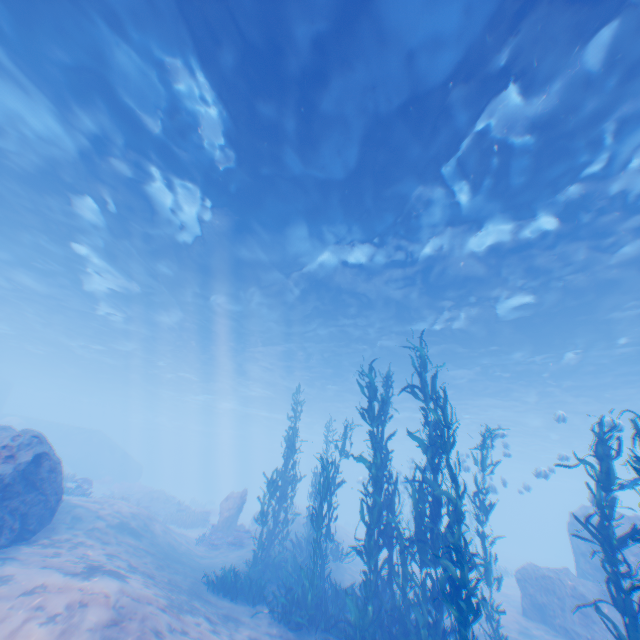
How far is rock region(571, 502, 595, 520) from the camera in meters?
14.6

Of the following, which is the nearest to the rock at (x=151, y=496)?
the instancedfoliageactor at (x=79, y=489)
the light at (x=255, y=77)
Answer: the instancedfoliageactor at (x=79, y=489)

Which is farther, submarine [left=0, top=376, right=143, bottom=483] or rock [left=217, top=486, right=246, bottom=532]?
submarine [left=0, top=376, right=143, bottom=483]

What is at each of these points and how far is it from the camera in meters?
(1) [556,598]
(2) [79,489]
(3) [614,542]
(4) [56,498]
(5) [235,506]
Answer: (1) rock, 12.6 m
(2) instancedfoliageactor, 18.3 m
(3) instancedfoliageactor, 6.5 m
(4) rock, 9.9 m
(5) rock, 18.8 m

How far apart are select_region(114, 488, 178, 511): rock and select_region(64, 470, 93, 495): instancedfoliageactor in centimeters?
803cm

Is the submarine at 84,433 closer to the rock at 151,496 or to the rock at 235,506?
the rock at 235,506

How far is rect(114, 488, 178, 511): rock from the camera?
26.2m

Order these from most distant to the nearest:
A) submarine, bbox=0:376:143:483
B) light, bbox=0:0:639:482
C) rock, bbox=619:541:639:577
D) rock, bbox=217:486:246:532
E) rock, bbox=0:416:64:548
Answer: submarine, bbox=0:376:143:483 < rock, bbox=217:486:246:532 < rock, bbox=619:541:639:577 < rock, bbox=0:416:64:548 < light, bbox=0:0:639:482
